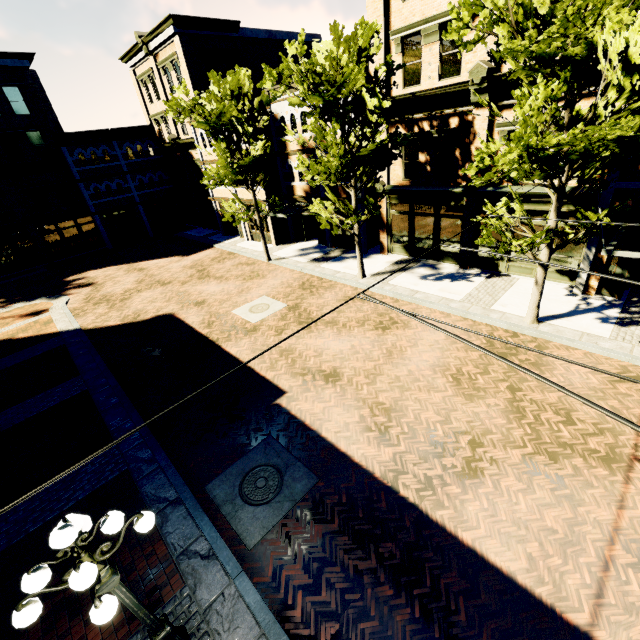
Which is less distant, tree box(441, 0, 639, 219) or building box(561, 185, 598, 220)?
tree box(441, 0, 639, 219)

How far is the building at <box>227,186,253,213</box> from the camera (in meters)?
23.83

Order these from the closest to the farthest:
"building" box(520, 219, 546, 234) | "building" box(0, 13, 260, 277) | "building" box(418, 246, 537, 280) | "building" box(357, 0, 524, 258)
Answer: "building" box(357, 0, 524, 258) < "building" box(520, 219, 546, 234) < "building" box(418, 246, 537, 280) < "building" box(0, 13, 260, 277)

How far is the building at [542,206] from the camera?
12.73m

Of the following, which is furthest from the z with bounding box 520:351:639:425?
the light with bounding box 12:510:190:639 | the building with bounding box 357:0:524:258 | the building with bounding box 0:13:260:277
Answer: the building with bounding box 0:13:260:277

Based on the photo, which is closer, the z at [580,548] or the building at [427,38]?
the z at [580,548]

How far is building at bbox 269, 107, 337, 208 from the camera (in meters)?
19.53

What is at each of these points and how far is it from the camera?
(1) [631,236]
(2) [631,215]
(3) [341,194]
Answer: (1) building, 11.4m
(2) building, 10.9m
(3) building, 19.7m
